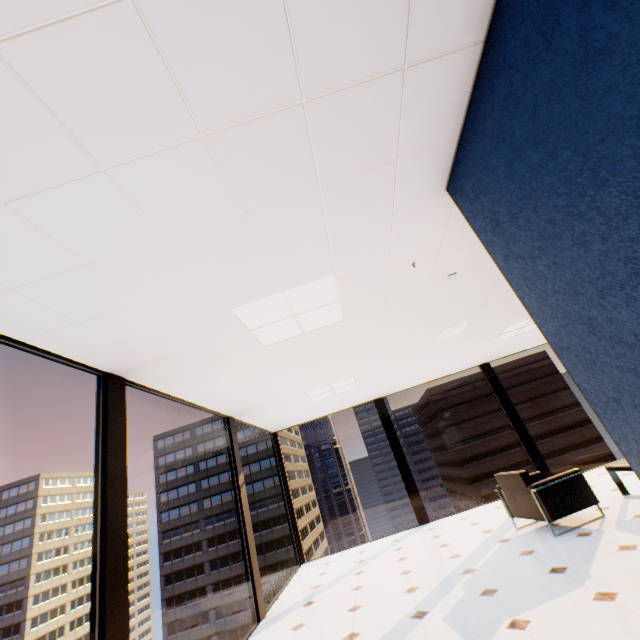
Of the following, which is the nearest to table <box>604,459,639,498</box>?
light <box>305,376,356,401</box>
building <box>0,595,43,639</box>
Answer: light <box>305,376,356,401</box>

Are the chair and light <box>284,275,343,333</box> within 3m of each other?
no

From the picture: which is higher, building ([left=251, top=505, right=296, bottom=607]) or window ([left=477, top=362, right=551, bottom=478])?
window ([left=477, top=362, right=551, bottom=478])

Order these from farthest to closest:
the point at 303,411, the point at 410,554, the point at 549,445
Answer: the point at 549,445 → the point at 303,411 → the point at 410,554

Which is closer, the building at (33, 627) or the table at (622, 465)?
the table at (622, 465)

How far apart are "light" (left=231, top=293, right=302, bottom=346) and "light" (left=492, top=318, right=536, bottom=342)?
4.0 meters

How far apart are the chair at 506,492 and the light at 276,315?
3.56m

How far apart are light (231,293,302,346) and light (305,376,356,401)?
2.51m
